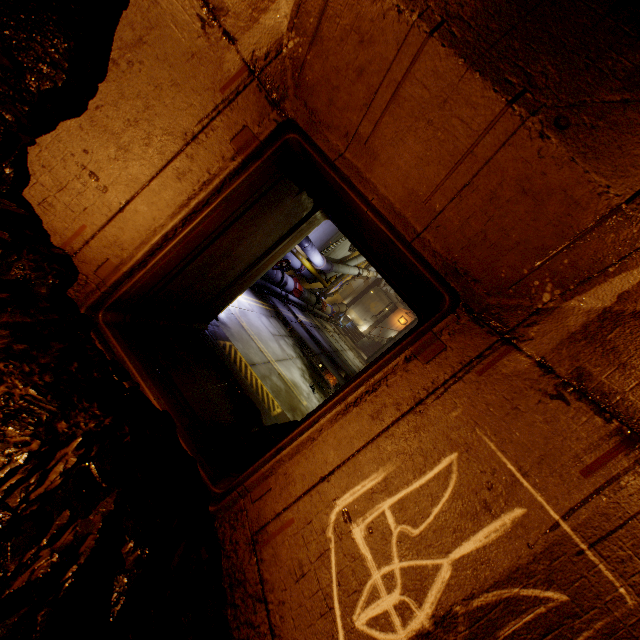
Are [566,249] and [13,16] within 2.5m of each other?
no

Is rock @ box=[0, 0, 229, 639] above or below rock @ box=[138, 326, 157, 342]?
A: above

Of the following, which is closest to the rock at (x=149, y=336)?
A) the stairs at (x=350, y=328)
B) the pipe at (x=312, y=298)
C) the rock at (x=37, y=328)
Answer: the rock at (x=37, y=328)

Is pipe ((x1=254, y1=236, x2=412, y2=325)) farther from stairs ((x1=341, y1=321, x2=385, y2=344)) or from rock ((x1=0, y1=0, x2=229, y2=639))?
rock ((x1=0, y1=0, x2=229, y2=639))

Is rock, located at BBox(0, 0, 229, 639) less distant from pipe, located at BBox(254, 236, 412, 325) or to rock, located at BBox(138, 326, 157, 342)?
rock, located at BBox(138, 326, 157, 342)

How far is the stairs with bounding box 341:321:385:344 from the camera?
30.7 meters

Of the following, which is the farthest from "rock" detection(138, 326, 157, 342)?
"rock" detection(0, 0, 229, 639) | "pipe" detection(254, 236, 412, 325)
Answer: "pipe" detection(254, 236, 412, 325)

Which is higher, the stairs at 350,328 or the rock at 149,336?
the stairs at 350,328
